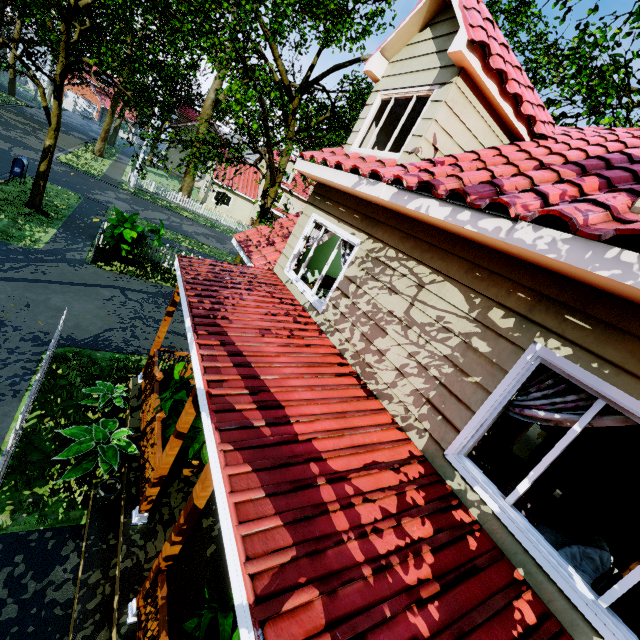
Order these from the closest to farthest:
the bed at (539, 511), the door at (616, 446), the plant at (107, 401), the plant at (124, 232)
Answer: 1. the bed at (539, 511)
2. the door at (616, 446)
3. the plant at (107, 401)
4. the plant at (124, 232)

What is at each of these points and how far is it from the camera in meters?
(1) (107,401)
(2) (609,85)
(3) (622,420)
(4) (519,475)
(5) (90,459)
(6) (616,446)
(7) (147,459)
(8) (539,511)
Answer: (1) plant, 6.5 m
(2) tree, 9.6 m
(3) curtain, 2.4 m
(4) bed, 4.0 m
(5) plant, 5.3 m
(6) door, 5.4 m
(7) wooden rail, 5.3 m
(8) bed, 3.4 m

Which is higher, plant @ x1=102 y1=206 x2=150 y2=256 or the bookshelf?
the bookshelf

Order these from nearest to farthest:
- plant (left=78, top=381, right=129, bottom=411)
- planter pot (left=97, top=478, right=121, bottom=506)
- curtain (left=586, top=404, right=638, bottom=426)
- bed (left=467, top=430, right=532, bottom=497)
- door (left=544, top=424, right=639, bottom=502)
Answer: curtain (left=586, top=404, right=638, bottom=426)
bed (left=467, top=430, right=532, bottom=497)
planter pot (left=97, top=478, right=121, bottom=506)
door (left=544, top=424, right=639, bottom=502)
plant (left=78, top=381, right=129, bottom=411)

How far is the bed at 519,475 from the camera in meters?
3.4

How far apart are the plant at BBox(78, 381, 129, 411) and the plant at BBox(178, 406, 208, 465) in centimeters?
159cm

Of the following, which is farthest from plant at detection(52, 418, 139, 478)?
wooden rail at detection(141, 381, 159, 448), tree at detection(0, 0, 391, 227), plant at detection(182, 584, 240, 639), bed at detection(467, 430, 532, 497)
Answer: tree at detection(0, 0, 391, 227)

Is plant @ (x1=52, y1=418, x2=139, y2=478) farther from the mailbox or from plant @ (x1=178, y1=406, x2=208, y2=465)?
the mailbox
